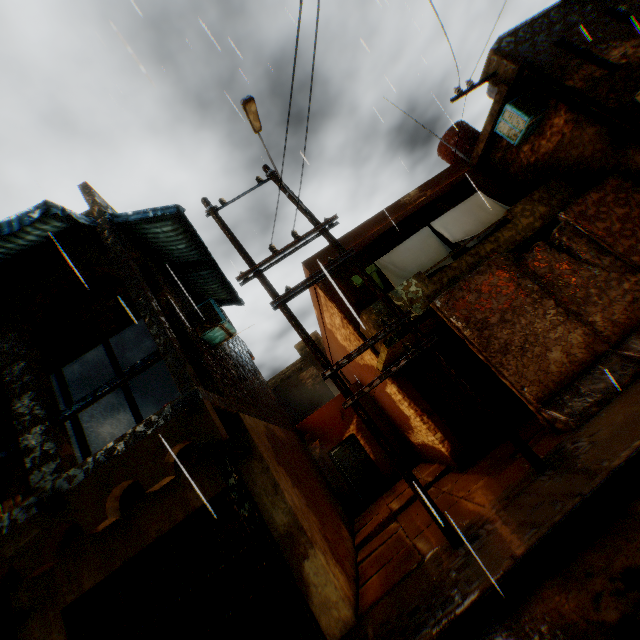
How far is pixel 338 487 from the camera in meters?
12.8 m

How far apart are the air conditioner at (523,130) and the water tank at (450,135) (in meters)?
0.78

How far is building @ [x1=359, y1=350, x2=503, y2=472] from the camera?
8.6m

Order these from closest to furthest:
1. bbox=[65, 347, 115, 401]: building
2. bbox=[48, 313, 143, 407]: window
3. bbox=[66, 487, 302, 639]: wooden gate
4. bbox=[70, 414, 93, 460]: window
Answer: bbox=[66, 487, 302, 639]: wooden gate
bbox=[70, 414, 93, 460]: window
bbox=[48, 313, 143, 407]: window
bbox=[65, 347, 115, 401]: building

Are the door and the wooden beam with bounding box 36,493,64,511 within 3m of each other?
no

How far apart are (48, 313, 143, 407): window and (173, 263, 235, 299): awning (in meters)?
1.41

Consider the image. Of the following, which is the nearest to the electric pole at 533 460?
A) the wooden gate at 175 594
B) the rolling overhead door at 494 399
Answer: the rolling overhead door at 494 399
